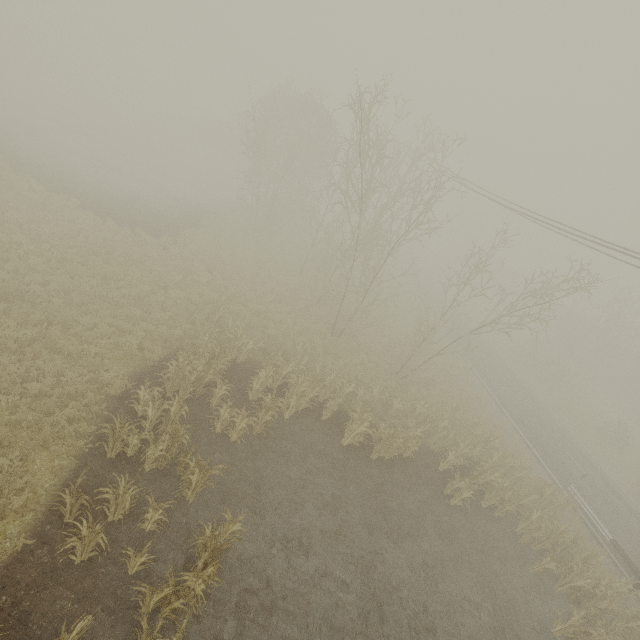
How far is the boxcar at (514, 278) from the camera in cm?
5497

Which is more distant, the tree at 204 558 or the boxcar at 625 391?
the boxcar at 625 391

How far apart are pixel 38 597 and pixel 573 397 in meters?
39.7

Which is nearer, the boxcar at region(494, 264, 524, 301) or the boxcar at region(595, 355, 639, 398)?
the boxcar at region(595, 355, 639, 398)

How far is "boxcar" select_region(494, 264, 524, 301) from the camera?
55.0 meters

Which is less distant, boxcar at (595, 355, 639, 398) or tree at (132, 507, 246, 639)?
tree at (132, 507, 246, 639)

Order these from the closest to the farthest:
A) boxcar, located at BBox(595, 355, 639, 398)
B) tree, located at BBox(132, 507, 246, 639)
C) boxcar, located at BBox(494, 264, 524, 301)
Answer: tree, located at BBox(132, 507, 246, 639), boxcar, located at BBox(595, 355, 639, 398), boxcar, located at BBox(494, 264, 524, 301)

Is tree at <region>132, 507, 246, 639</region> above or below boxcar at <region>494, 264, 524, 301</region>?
below
